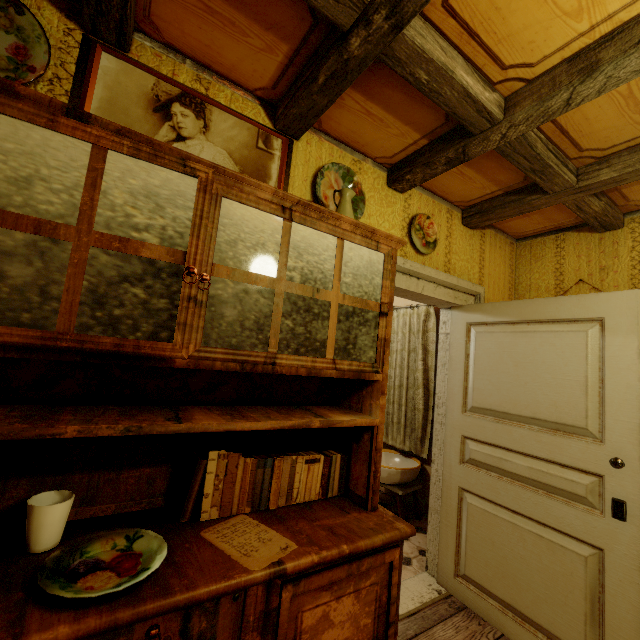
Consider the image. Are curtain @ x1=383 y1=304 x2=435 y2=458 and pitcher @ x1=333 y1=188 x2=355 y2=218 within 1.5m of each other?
no

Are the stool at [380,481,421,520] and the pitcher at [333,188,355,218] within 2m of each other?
no

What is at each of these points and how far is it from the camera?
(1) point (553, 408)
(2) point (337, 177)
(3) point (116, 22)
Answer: (1) door, 1.9 meters
(2) plate, 1.9 meters
(3) rafters, 1.2 meters

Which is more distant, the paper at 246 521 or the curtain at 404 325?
the curtain at 404 325

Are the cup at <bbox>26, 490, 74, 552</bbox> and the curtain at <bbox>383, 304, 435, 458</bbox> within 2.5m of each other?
no

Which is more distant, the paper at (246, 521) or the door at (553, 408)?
the door at (553, 408)

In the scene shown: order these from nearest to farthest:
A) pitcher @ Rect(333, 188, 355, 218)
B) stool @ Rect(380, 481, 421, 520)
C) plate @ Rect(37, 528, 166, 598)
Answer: plate @ Rect(37, 528, 166, 598) < pitcher @ Rect(333, 188, 355, 218) < stool @ Rect(380, 481, 421, 520)

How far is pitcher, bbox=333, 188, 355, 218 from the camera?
1.62m
